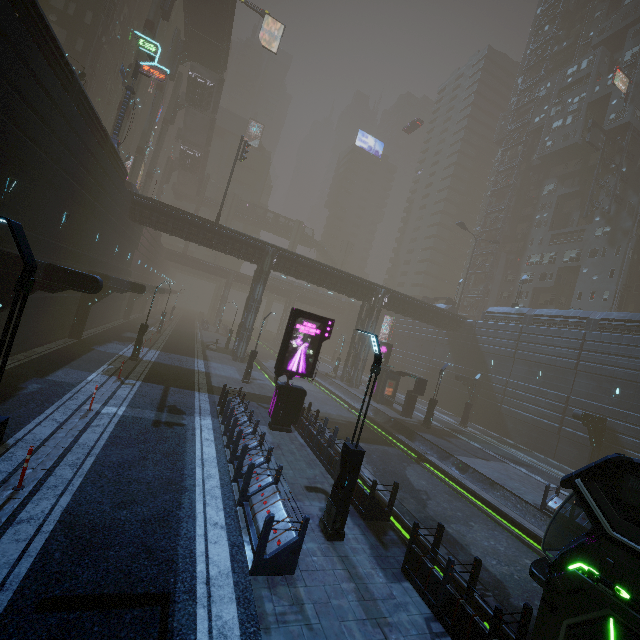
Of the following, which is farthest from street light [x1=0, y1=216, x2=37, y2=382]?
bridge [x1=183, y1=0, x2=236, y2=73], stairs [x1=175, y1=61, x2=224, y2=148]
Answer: stairs [x1=175, y1=61, x2=224, y2=148]

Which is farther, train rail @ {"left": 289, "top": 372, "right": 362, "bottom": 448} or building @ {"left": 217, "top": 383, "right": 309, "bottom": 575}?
train rail @ {"left": 289, "top": 372, "right": 362, "bottom": 448}

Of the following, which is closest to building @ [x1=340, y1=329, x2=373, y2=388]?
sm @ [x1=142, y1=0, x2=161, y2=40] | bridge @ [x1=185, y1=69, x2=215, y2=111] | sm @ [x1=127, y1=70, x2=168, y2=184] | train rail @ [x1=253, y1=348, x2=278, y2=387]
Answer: train rail @ [x1=253, y1=348, x2=278, y2=387]

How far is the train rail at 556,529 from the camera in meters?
13.1 m

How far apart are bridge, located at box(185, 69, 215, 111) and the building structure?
3.6m

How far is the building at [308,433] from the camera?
12.5 meters

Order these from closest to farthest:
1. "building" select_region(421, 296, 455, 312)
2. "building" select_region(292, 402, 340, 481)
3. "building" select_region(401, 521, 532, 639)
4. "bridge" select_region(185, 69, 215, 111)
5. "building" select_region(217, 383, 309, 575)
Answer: "building" select_region(401, 521, 532, 639)
"building" select_region(217, 383, 309, 575)
"building" select_region(292, 402, 340, 481)
"building" select_region(421, 296, 455, 312)
"bridge" select_region(185, 69, 215, 111)

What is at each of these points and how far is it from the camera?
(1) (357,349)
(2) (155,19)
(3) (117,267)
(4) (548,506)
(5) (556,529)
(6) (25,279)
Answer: (1) building, 39.78m
(2) sm, 33.31m
(3) building, 29.50m
(4) building, 15.42m
(5) train rail, 14.51m
(6) street light, 5.01m
